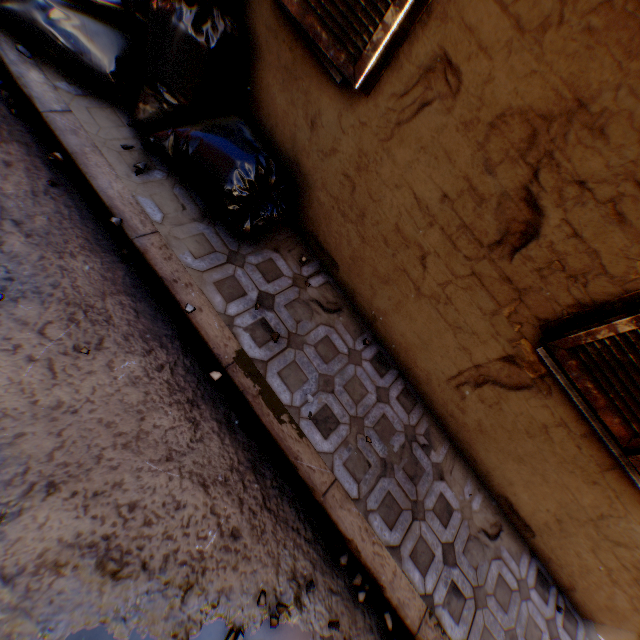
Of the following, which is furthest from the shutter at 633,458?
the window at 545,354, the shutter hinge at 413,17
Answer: the shutter hinge at 413,17

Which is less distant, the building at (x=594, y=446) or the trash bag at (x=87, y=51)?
the building at (x=594, y=446)

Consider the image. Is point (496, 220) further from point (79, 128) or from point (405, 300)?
point (79, 128)

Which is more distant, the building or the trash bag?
the trash bag

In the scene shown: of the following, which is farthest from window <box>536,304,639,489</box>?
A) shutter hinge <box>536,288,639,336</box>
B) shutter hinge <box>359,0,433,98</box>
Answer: shutter hinge <box>359,0,433,98</box>

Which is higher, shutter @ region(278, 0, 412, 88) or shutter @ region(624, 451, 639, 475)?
shutter @ region(278, 0, 412, 88)

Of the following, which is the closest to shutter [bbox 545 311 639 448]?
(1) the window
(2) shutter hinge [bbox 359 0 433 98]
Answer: (1) the window
